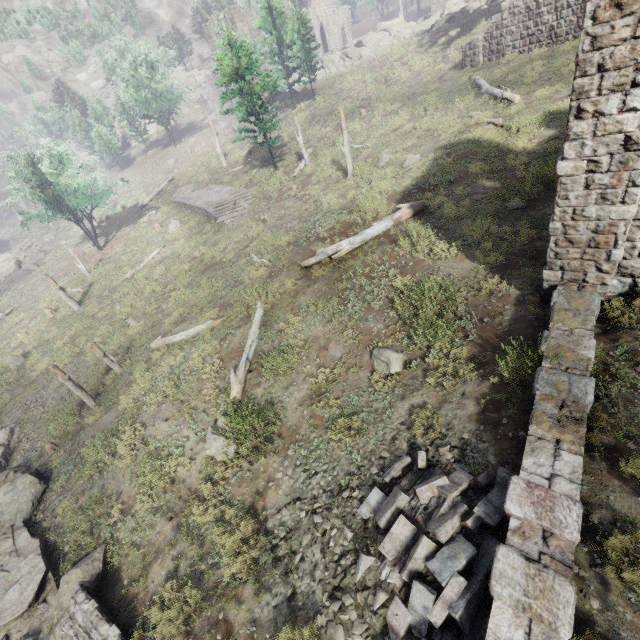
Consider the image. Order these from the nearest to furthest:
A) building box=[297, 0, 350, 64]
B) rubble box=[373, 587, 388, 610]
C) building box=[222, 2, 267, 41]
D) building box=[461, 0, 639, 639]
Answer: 1. building box=[461, 0, 639, 639]
2. rubble box=[373, 587, 388, 610]
3. building box=[222, 2, 267, 41]
4. building box=[297, 0, 350, 64]

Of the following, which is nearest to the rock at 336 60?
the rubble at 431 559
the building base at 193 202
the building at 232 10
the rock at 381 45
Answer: the rock at 381 45

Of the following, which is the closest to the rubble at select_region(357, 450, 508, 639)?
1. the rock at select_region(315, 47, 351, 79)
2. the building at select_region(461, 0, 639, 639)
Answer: the building at select_region(461, 0, 639, 639)

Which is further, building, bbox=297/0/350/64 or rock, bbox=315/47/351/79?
building, bbox=297/0/350/64

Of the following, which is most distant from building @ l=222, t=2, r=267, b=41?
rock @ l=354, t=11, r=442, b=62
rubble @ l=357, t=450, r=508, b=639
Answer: rubble @ l=357, t=450, r=508, b=639

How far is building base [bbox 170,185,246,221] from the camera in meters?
26.9

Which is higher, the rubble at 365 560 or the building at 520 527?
the building at 520 527

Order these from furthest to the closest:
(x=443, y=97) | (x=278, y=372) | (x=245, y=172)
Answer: (x=245, y=172)
(x=443, y=97)
(x=278, y=372)
